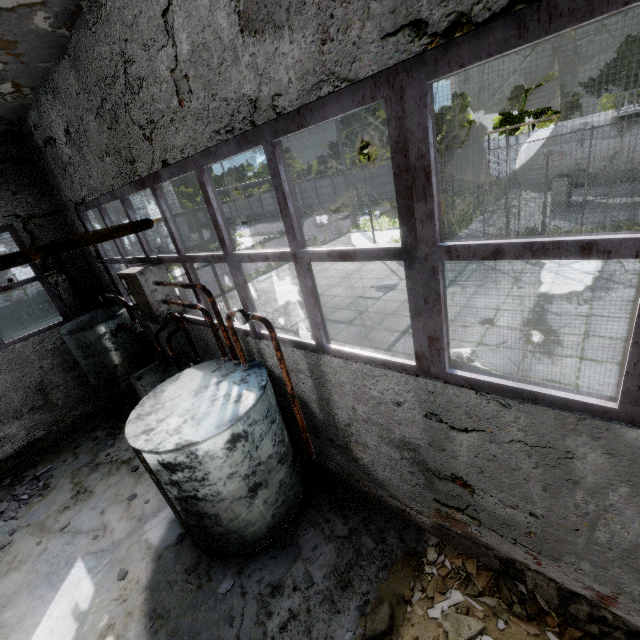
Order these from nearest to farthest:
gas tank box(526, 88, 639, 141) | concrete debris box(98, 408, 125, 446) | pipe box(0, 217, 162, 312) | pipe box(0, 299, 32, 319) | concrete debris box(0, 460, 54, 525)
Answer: pipe box(0, 217, 162, 312) < concrete debris box(0, 460, 54, 525) < concrete debris box(98, 408, 125, 446) < gas tank box(526, 88, 639, 141) < pipe box(0, 299, 32, 319)

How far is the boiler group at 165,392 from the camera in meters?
3.9

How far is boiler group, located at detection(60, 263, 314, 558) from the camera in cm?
391

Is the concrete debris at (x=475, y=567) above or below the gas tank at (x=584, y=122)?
below

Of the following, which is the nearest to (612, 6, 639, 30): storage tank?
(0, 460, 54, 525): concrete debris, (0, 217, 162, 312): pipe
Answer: (0, 217, 162, 312): pipe

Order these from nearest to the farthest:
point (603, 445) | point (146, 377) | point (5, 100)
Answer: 1. point (603, 445)
2. point (5, 100)
3. point (146, 377)

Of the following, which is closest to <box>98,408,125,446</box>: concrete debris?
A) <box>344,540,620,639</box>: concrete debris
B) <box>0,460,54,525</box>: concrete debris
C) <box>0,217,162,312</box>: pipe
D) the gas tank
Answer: <box>0,460,54,525</box>: concrete debris

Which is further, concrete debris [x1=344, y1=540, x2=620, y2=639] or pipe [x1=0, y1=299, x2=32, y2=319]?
pipe [x1=0, y1=299, x2=32, y2=319]
